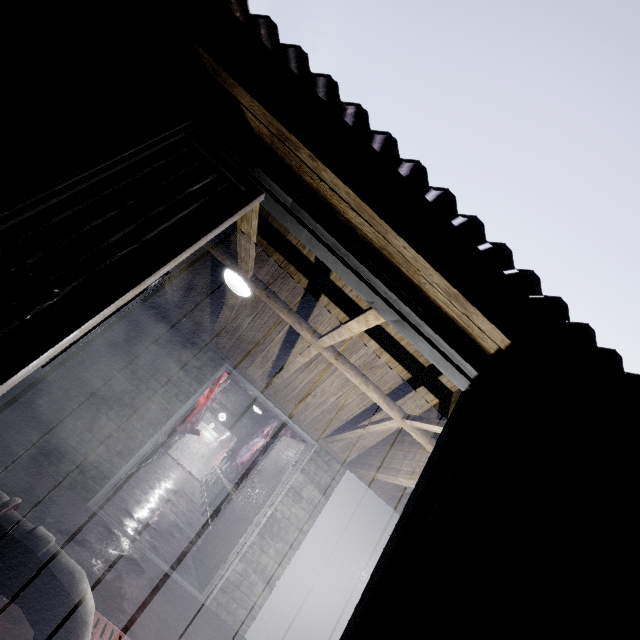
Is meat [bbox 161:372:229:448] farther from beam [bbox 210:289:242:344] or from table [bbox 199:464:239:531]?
beam [bbox 210:289:242:344]

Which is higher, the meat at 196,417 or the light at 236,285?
the light at 236,285

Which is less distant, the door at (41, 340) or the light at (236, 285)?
the door at (41, 340)

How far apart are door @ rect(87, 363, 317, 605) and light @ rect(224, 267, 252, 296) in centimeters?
146cm

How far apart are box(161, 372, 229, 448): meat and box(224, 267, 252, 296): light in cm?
340

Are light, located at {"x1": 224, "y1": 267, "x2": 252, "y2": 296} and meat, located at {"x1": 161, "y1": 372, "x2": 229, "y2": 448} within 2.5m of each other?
no

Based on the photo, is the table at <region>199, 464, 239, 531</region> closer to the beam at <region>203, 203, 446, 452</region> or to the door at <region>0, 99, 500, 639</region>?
the beam at <region>203, 203, 446, 452</region>

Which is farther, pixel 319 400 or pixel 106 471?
pixel 319 400
